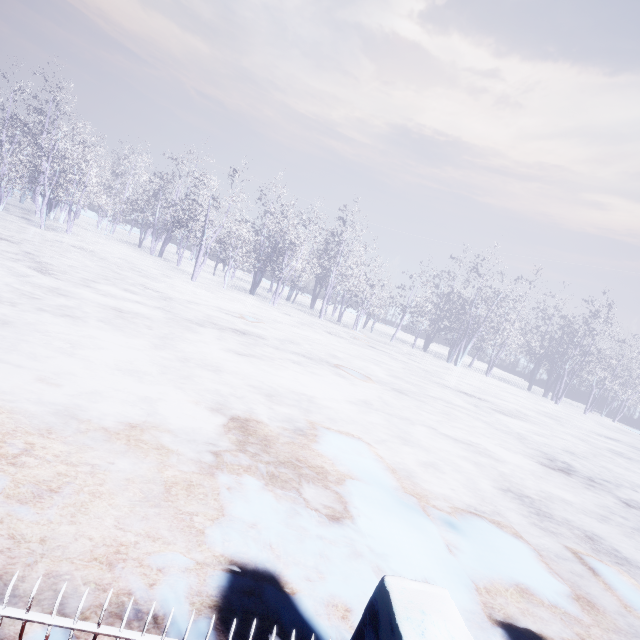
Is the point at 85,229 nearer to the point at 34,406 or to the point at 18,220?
the point at 18,220

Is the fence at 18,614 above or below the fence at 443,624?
below

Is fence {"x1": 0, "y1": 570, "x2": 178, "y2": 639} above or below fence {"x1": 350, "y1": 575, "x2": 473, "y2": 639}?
below
